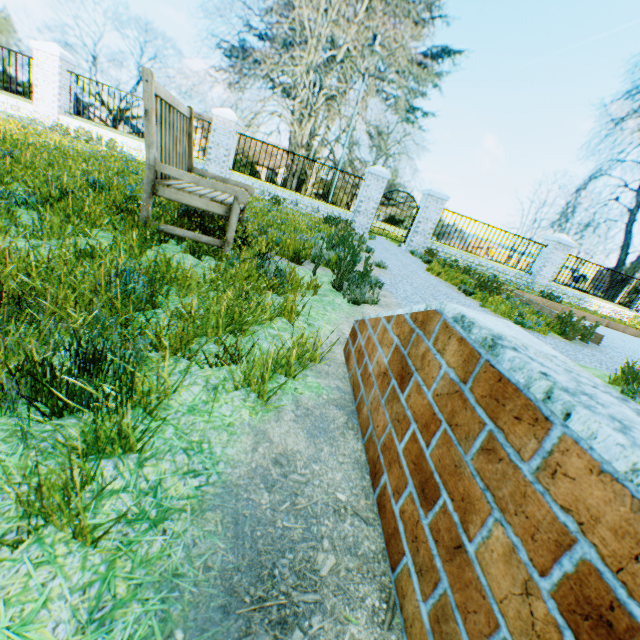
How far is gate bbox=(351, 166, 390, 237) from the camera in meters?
11.6 m

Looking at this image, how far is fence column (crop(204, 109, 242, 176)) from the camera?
10.75m

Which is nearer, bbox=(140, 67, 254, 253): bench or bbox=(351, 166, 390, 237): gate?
bbox=(140, 67, 254, 253): bench

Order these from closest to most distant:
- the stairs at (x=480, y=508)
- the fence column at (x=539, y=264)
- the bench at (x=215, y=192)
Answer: the stairs at (x=480, y=508)
the bench at (x=215, y=192)
the fence column at (x=539, y=264)

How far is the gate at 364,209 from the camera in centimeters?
1159cm

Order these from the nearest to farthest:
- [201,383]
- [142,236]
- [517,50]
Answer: [201,383] → [142,236] → [517,50]

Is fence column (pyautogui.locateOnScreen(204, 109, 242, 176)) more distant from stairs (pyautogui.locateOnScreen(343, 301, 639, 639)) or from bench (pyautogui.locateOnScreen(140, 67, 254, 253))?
stairs (pyautogui.locateOnScreen(343, 301, 639, 639))

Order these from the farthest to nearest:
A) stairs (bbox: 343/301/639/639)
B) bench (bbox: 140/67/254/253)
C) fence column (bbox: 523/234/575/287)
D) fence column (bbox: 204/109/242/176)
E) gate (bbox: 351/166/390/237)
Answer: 1. fence column (bbox: 523/234/575/287)
2. gate (bbox: 351/166/390/237)
3. fence column (bbox: 204/109/242/176)
4. bench (bbox: 140/67/254/253)
5. stairs (bbox: 343/301/639/639)
